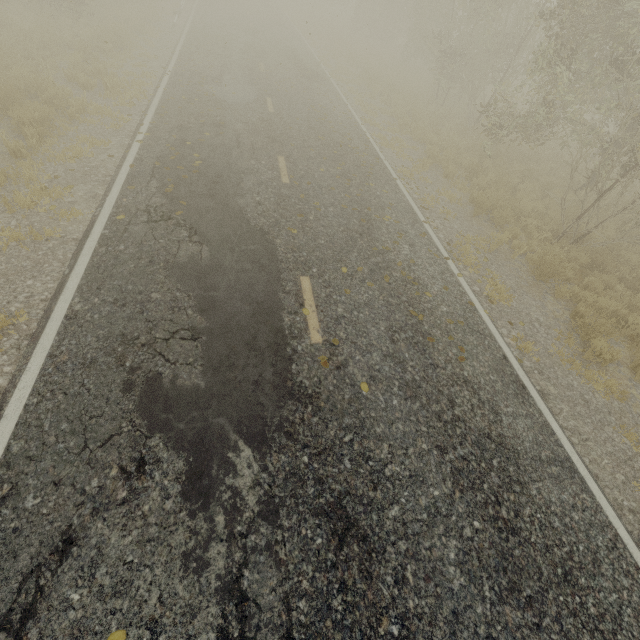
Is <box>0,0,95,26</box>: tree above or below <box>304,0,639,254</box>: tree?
below

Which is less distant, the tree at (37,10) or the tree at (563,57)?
the tree at (563,57)

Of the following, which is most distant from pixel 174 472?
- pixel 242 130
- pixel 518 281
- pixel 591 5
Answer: pixel 591 5

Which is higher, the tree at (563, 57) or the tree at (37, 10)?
the tree at (563, 57)

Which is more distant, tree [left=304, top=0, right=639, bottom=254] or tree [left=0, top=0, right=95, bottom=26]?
tree [left=0, top=0, right=95, bottom=26]
